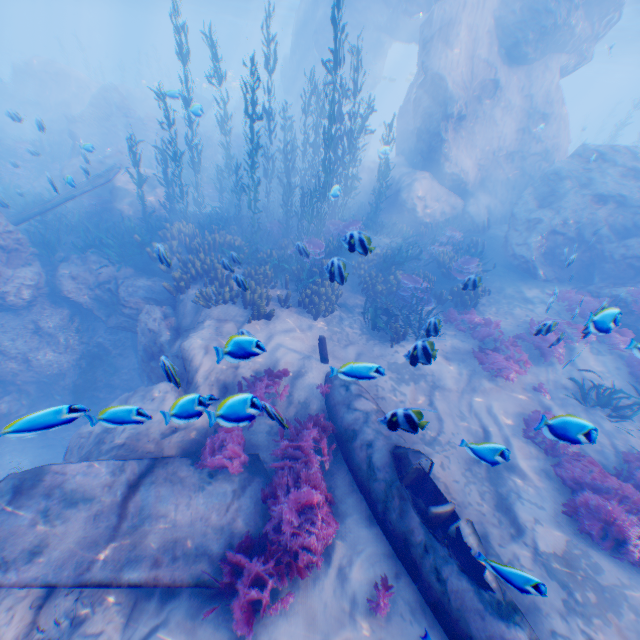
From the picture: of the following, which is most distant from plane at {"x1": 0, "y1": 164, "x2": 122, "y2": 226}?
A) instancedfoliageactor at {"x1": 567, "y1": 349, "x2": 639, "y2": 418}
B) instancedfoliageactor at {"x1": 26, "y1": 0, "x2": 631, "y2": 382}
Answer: instancedfoliageactor at {"x1": 567, "y1": 349, "x2": 639, "y2": 418}

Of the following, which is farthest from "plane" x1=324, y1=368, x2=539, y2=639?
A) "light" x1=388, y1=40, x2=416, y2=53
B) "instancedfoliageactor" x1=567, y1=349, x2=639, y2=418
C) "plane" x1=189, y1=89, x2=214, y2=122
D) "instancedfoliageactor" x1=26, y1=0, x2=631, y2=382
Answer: "plane" x1=189, y1=89, x2=214, y2=122

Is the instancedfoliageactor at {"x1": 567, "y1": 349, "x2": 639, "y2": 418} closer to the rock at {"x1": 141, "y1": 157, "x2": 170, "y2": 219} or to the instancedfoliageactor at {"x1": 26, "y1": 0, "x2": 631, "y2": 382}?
the instancedfoliageactor at {"x1": 26, "y1": 0, "x2": 631, "y2": 382}

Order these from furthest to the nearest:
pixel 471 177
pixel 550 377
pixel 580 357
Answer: pixel 471 177, pixel 580 357, pixel 550 377

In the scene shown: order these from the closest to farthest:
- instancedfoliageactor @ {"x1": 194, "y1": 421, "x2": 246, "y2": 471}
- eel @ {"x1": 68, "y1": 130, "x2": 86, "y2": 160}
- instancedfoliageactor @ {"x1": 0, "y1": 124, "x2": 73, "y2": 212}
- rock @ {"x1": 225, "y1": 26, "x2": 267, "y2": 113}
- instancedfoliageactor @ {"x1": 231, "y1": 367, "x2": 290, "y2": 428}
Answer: instancedfoliageactor @ {"x1": 231, "y1": 367, "x2": 290, "y2": 428} < instancedfoliageactor @ {"x1": 194, "y1": 421, "x2": 246, "y2": 471} < eel @ {"x1": 68, "y1": 130, "x2": 86, "y2": 160} < instancedfoliageactor @ {"x1": 0, "y1": 124, "x2": 73, "y2": 212} < rock @ {"x1": 225, "y1": 26, "x2": 267, "y2": 113}

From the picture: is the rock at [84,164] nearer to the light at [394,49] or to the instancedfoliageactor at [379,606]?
the light at [394,49]

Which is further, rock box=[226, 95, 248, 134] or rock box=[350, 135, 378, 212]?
rock box=[226, 95, 248, 134]

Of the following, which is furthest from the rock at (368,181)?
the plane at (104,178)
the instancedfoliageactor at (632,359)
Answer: the instancedfoliageactor at (632,359)
